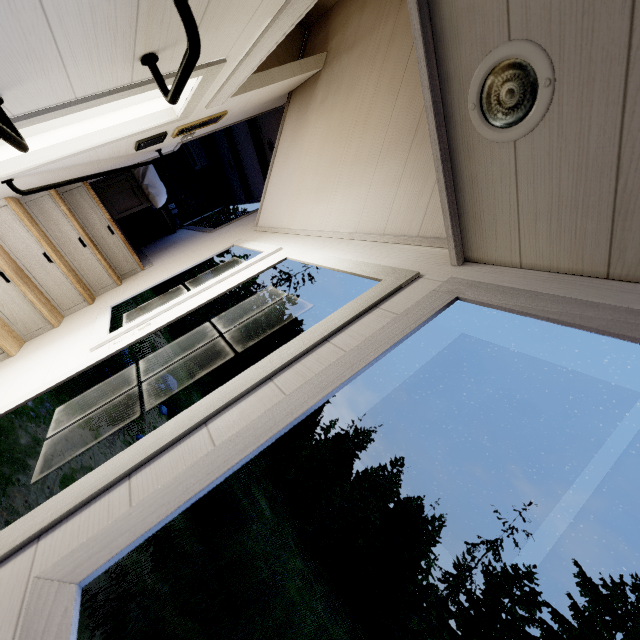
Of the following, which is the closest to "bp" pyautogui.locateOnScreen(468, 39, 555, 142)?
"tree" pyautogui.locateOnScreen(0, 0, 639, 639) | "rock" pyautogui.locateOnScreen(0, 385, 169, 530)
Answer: "tree" pyautogui.locateOnScreen(0, 0, 639, 639)

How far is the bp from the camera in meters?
0.7

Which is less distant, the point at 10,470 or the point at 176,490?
the point at 176,490

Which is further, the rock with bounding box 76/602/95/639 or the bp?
the rock with bounding box 76/602/95/639

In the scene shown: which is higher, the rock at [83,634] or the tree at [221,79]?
the tree at [221,79]
